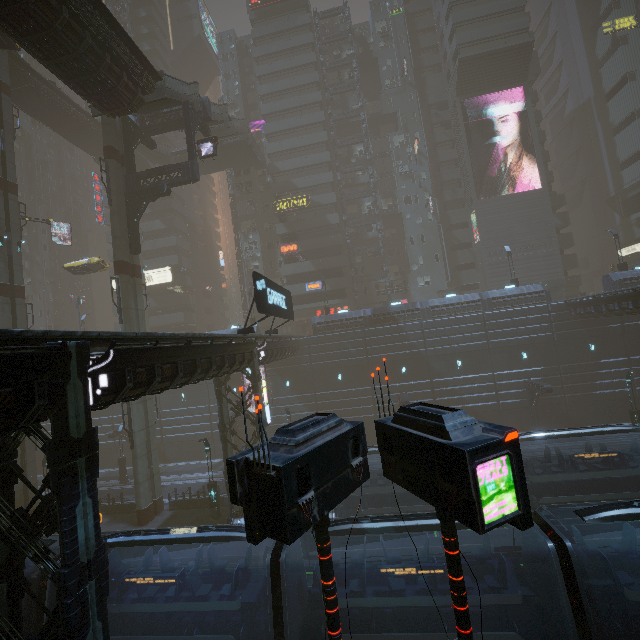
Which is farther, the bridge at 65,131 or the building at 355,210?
the building at 355,210

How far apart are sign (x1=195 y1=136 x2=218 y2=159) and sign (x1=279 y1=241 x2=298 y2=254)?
20.17m

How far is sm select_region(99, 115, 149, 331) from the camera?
23.69m

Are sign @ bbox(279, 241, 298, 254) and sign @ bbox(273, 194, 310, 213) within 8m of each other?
yes

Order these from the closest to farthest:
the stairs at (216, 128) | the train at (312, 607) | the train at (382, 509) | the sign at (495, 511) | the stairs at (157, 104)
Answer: the sign at (495, 511), the train at (382, 509), the train at (312, 607), the stairs at (157, 104), the stairs at (216, 128)

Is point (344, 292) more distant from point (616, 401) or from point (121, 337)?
point (121, 337)

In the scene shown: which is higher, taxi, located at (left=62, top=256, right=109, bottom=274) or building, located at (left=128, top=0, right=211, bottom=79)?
building, located at (left=128, top=0, right=211, bottom=79)

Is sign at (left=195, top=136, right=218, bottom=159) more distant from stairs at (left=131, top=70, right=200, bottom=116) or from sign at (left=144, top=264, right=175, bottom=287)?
sign at (left=144, top=264, right=175, bottom=287)
